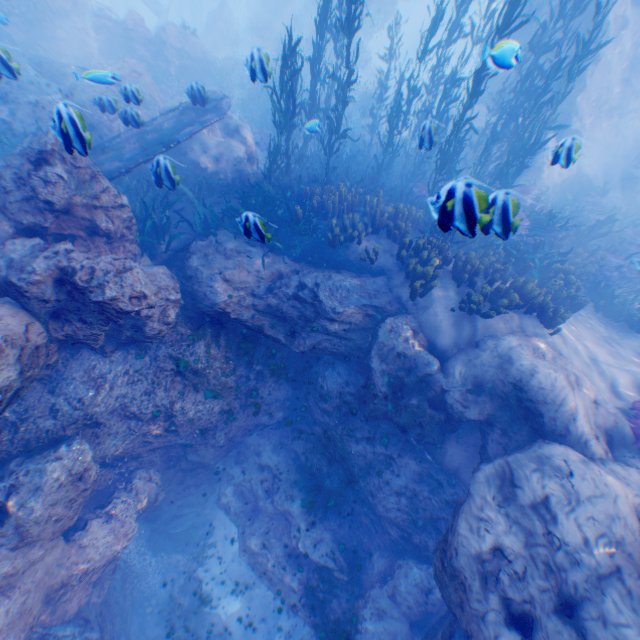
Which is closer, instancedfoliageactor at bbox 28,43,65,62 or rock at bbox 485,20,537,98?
rock at bbox 485,20,537,98

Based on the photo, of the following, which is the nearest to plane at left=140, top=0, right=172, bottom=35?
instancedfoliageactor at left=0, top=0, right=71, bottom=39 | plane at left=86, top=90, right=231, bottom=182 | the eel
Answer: instancedfoliageactor at left=0, top=0, right=71, bottom=39

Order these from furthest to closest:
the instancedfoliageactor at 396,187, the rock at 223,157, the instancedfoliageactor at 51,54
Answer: the instancedfoliageactor at 51,54
the rock at 223,157
the instancedfoliageactor at 396,187

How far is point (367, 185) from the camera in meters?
10.6

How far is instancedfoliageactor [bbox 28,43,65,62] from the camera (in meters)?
15.09

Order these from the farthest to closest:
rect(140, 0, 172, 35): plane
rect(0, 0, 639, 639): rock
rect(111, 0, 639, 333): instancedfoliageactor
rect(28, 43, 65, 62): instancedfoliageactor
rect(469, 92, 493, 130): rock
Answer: rect(140, 0, 172, 35): plane → rect(469, 92, 493, 130): rock → rect(28, 43, 65, 62): instancedfoliageactor → rect(111, 0, 639, 333): instancedfoliageactor → rect(0, 0, 639, 639): rock

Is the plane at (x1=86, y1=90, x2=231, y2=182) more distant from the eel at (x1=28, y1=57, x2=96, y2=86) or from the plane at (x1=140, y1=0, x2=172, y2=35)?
the plane at (x1=140, y1=0, x2=172, y2=35)

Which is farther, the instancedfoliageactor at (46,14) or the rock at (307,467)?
the instancedfoliageactor at (46,14)
